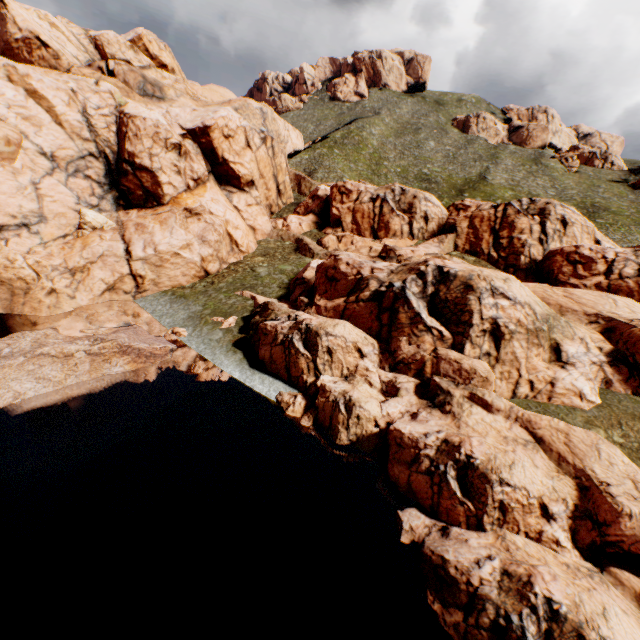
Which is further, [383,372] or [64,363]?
[383,372]

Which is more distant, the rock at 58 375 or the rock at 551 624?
the rock at 58 375

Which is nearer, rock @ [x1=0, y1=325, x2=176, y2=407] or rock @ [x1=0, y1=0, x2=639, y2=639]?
rock @ [x1=0, y1=0, x2=639, y2=639]
